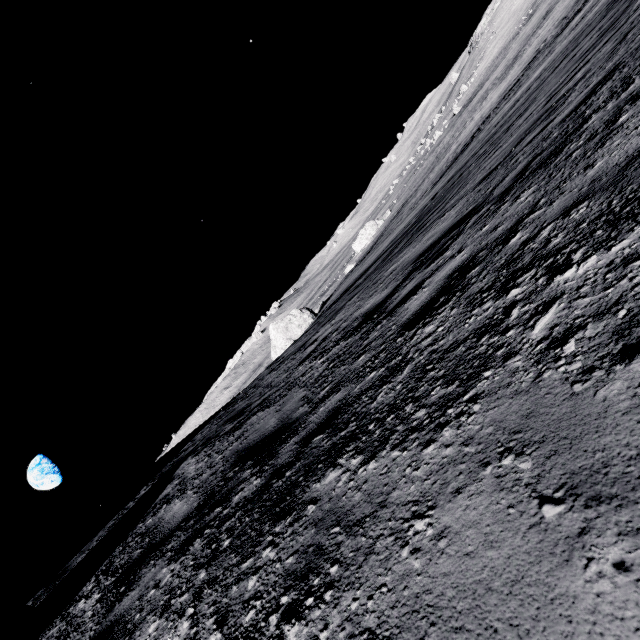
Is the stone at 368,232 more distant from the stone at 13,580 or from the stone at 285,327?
the stone at 13,580

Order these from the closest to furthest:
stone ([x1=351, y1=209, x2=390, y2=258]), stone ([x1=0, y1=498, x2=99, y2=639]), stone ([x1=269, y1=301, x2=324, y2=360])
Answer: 1. stone ([x1=0, y1=498, x2=99, y2=639])
2. stone ([x1=269, y1=301, x2=324, y2=360])
3. stone ([x1=351, y1=209, x2=390, y2=258])

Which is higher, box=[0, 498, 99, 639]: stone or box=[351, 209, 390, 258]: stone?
box=[0, 498, 99, 639]: stone

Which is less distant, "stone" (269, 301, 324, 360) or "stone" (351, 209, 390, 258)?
"stone" (269, 301, 324, 360)

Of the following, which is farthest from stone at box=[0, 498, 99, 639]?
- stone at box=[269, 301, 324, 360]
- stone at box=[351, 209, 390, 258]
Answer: stone at box=[351, 209, 390, 258]

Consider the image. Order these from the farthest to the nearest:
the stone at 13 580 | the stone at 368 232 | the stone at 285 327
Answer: the stone at 368 232, the stone at 285 327, the stone at 13 580

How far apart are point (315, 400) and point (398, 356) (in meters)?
1.38

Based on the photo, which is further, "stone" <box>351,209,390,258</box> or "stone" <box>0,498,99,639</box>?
"stone" <box>351,209,390,258</box>
